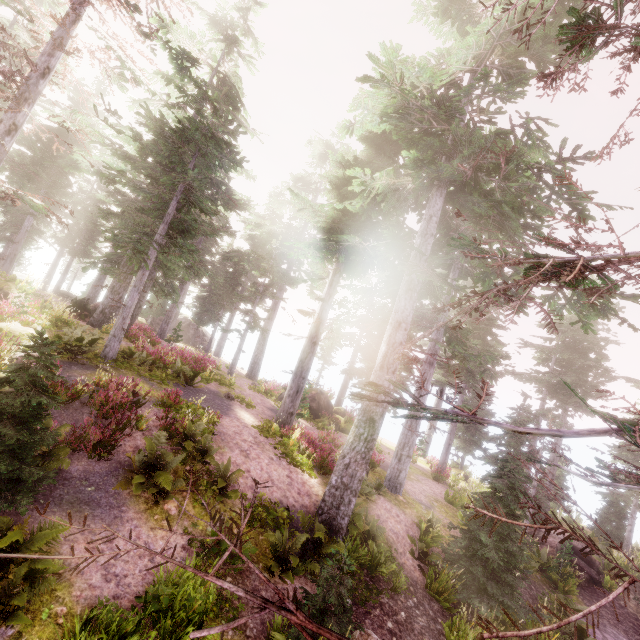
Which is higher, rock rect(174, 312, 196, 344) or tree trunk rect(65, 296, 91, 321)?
rock rect(174, 312, 196, 344)

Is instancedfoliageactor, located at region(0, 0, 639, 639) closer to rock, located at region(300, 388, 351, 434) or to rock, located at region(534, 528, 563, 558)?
rock, located at region(300, 388, 351, 434)

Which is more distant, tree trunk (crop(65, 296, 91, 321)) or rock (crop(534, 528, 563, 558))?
tree trunk (crop(65, 296, 91, 321))

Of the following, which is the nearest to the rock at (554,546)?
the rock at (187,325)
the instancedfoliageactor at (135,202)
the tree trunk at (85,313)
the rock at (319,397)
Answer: the instancedfoliageactor at (135,202)

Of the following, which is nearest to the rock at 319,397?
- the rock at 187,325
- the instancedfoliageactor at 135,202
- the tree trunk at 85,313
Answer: the instancedfoliageactor at 135,202

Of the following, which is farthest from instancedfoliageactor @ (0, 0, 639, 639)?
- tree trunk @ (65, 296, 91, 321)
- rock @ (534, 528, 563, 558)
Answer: rock @ (534, 528, 563, 558)

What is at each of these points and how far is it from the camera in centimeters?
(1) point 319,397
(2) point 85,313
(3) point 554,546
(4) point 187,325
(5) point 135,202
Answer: (1) rock, 2548cm
(2) tree trunk, 2047cm
(3) rock, 1706cm
(4) rock, 4072cm
(5) instancedfoliageactor, 2759cm

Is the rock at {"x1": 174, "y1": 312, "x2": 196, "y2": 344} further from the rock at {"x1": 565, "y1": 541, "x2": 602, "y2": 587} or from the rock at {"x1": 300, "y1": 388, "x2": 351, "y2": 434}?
the rock at {"x1": 565, "y1": 541, "x2": 602, "y2": 587}
